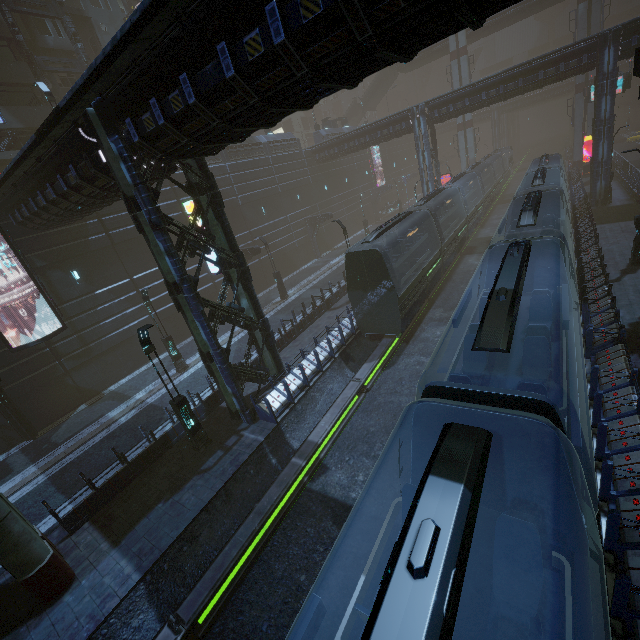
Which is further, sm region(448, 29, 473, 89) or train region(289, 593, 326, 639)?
sm region(448, 29, 473, 89)

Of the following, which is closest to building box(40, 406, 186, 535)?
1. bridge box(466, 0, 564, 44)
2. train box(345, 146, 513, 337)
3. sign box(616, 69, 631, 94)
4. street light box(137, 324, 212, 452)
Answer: sign box(616, 69, 631, 94)

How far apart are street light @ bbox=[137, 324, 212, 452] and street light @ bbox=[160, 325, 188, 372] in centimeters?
764cm

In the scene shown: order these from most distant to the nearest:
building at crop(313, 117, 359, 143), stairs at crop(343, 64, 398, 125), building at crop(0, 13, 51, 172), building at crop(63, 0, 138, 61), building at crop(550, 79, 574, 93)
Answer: building at crop(550, 79, 574, 93), stairs at crop(343, 64, 398, 125), building at crop(313, 117, 359, 143), building at crop(63, 0, 138, 61), building at crop(0, 13, 51, 172)

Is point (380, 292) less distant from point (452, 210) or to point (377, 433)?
point (377, 433)

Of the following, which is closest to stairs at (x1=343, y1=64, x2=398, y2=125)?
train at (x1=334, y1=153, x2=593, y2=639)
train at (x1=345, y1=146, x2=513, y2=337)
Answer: train at (x1=345, y1=146, x2=513, y2=337)

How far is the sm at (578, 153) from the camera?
39.62m

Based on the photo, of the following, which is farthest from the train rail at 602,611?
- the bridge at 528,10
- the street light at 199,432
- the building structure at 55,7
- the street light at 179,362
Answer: the building structure at 55,7
